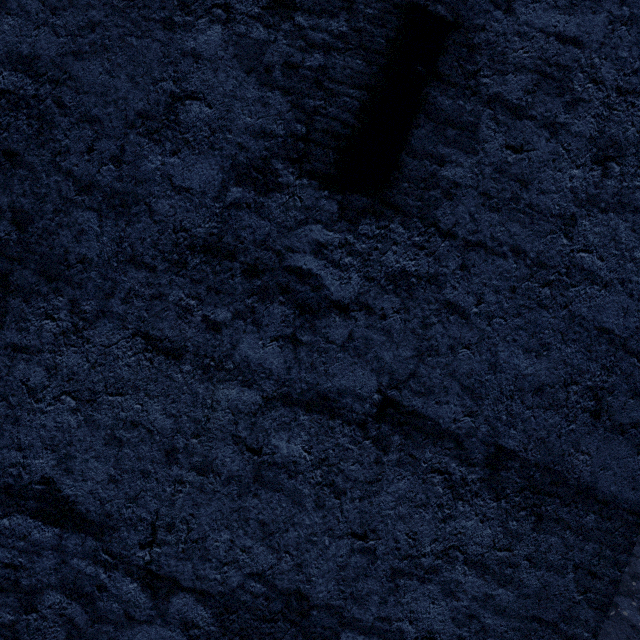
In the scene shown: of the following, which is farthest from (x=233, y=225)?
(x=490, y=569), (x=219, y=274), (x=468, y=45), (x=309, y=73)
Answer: (x=490, y=569)
